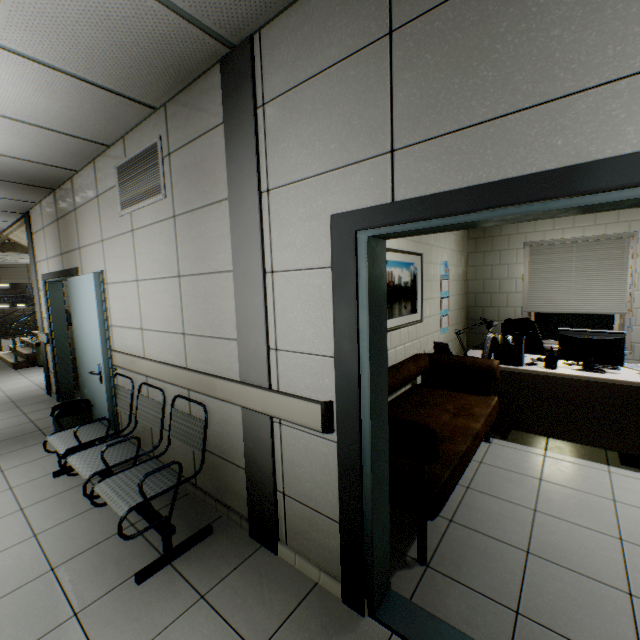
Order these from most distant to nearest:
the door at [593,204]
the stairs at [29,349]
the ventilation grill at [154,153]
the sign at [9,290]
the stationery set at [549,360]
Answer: the sign at [9,290] → the stairs at [29,349] → the stationery set at [549,360] → the ventilation grill at [154,153] → the door at [593,204]

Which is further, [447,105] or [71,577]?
[71,577]

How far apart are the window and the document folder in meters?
2.2

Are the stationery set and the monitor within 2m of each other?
yes

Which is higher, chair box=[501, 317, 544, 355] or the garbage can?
chair box=[501, 317, 544, 355]

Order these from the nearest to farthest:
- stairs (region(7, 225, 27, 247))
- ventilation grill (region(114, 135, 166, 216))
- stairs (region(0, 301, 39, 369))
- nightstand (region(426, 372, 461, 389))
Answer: ventilation grill (region(114, 135, 166, 216)) < nightstand (region(426, 372, 461, 389)) < stairs (region(7, 225, 27, 247)) < stairs (region(0, 301, 39, 369))

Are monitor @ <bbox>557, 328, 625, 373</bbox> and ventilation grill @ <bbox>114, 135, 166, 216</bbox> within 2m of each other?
no

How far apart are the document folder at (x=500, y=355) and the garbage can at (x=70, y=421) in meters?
4.6
